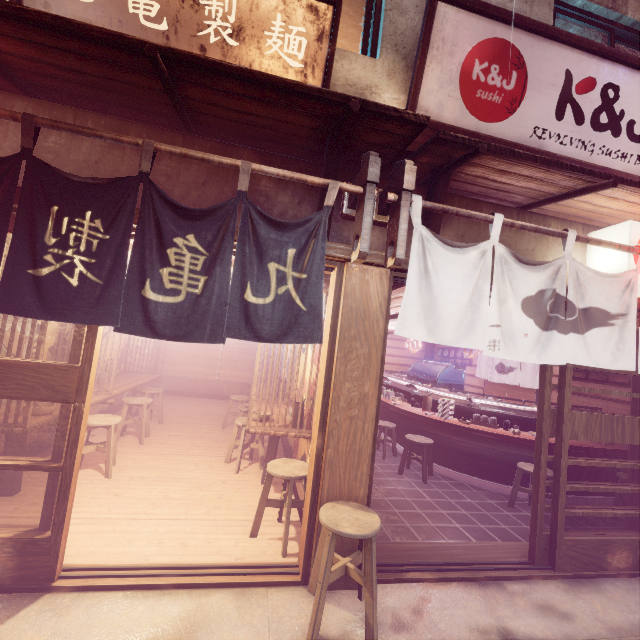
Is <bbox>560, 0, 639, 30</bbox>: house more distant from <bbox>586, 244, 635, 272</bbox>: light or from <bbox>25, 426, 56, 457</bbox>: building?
<bbox>25, 426, 56, 457</bbox>: building

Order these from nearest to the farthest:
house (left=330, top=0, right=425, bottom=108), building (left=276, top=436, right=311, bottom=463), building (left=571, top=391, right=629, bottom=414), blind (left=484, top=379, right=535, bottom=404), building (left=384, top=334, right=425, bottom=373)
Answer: house (left=330, top=0, right=425, bottom=108) → building (left=276, top=436, right=311, bottom=463) → building (left=571, top=391, right=629, bottom=414) → blind (left=484, top=379, right=535, bottom=404) → building (left=384, top=334, right=425, bottom=373)

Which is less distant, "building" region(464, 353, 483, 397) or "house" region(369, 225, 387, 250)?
"house" region(369, 225, 387, 250)

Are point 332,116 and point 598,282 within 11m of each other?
yes

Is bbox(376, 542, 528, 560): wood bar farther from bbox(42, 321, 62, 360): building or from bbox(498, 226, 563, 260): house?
bbox(498, 226, 563, 260): house

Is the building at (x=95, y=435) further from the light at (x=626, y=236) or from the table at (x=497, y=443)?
the light at (x=626, y=236)

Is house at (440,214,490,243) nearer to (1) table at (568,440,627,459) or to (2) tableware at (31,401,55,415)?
(1) table at (568,440,627,459)

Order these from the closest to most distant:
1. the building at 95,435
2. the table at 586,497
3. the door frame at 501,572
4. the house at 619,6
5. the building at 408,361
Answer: the door frame at 501,572, the house at 619,6, the table at 586,497, the building at 95,435, the building at 408,361
